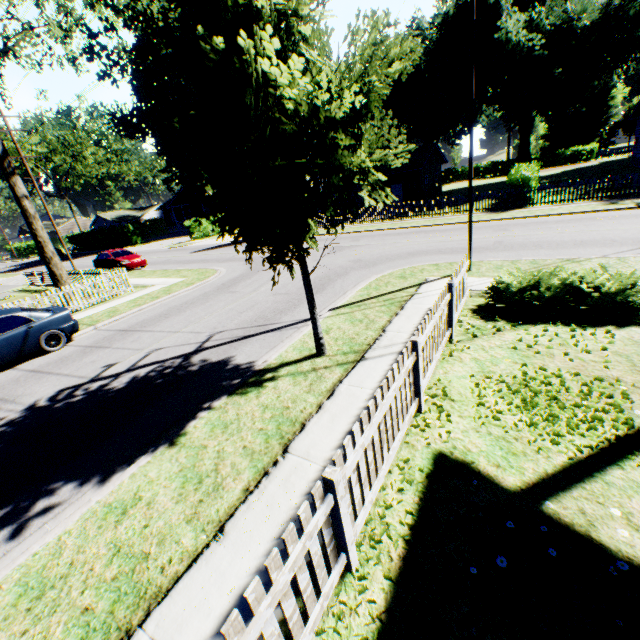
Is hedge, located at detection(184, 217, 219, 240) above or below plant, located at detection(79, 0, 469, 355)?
below

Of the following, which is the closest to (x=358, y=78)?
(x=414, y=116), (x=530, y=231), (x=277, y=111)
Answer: (x=277, y=111)

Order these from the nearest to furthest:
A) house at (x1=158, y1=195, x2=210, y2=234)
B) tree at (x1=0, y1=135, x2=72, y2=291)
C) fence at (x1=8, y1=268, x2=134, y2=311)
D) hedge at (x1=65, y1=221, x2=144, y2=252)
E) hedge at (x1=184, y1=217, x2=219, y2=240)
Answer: fence at (x1=8, y1=268, x2=134, y2=311)
tree at (x1=0, y1=135, x2=72, y2=291)
hedge at (x1=184, y1=217, x2=219, y2=240)
hedge at (x1=65, y1=221, x2=144, y2=252)
house at (x1=158, y1=195, x2=210, y2=234)

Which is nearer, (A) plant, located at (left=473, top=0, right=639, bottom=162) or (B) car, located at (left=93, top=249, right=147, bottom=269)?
(B) car, located at (left=93, top=249, right=147, bottom=269)

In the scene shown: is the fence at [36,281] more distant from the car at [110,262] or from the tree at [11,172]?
the car at [110,262]

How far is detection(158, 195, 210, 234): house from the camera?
50.2 meters

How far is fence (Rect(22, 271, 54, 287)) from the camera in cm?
2273

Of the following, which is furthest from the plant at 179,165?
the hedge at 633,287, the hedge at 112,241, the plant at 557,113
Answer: the hedge at 112,241
